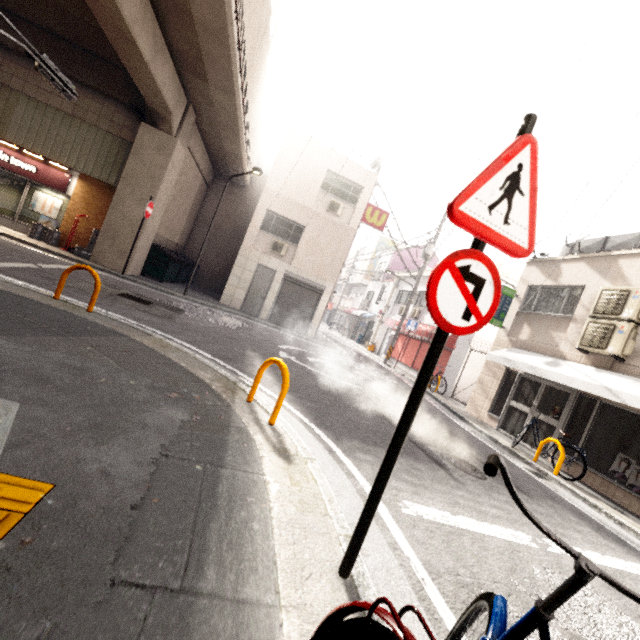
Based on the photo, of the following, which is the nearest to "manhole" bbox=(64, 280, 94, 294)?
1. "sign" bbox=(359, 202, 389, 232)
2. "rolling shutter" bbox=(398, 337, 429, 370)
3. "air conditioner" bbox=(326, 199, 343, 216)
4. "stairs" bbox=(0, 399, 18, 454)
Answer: "stairs" bbox=(0, 399, 18, 454)

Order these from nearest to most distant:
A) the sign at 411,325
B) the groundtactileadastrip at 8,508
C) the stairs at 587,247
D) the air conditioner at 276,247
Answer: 1. the groundtactileadastrip at 8,508
2. the stairs at 587,247
3. the air conditioner at 276,247
4. the sign at 411,325

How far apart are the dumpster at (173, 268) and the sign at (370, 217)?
9.0m

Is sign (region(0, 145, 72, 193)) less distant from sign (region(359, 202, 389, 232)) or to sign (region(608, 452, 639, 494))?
sign (region(359, 202, 389, 232))

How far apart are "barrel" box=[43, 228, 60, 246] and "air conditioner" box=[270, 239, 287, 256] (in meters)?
8.19

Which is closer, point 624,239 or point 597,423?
point 597,423

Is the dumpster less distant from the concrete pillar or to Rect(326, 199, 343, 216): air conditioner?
the concrete pillar

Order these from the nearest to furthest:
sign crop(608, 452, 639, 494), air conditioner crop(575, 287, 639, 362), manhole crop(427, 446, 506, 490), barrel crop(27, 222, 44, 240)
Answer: manhole crop(427, 446, 506, 490) < sign crop(608, 452, 639, 494) < air conditioner crop(575, 287, 639, 362) < barrel crop(27, 222, 44, 240)
